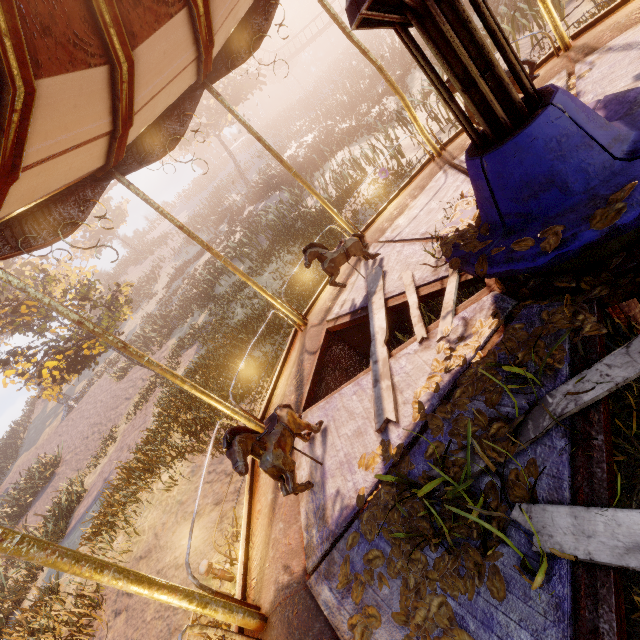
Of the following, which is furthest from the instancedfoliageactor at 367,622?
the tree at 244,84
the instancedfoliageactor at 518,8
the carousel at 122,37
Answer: the tree at 244,84

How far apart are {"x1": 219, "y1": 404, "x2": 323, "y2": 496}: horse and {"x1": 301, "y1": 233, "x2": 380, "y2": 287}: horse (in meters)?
2.02

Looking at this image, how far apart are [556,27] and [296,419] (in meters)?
5.85

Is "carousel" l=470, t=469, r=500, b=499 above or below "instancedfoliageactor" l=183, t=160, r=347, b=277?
above

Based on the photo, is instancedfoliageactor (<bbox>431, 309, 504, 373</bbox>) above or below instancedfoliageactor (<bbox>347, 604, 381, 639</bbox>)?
below

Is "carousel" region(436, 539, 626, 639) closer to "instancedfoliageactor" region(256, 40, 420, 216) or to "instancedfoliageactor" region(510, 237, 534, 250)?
"instancedfoliageactor" region(510, 237, 534, 250)

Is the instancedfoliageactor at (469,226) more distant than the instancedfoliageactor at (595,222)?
Yes

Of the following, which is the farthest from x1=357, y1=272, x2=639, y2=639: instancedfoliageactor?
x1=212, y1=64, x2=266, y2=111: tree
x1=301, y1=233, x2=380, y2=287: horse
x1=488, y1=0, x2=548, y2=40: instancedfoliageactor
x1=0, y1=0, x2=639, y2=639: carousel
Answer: x1=212, y1=64, x2=266, y2=111: tree
